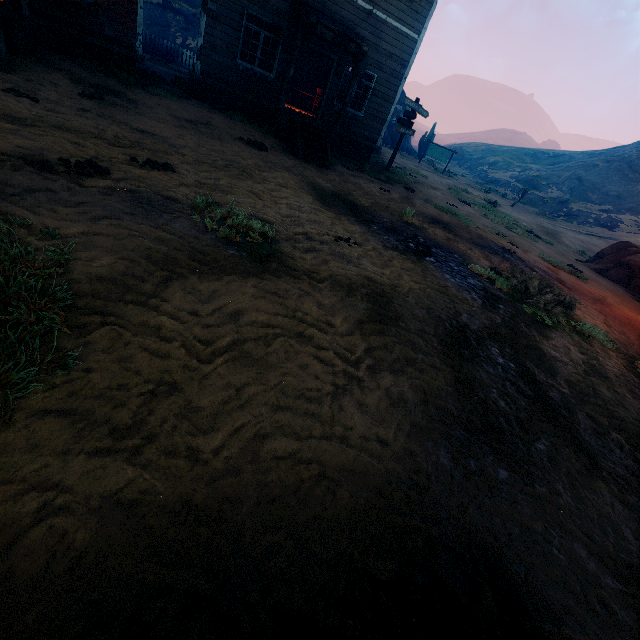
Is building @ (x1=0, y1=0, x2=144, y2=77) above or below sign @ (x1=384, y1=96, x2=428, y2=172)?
below

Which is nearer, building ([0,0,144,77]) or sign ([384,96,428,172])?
building ([0,0,144,77])

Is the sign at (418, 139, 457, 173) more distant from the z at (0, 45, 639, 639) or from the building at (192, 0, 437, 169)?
the building at (192, 0, 437, 169)

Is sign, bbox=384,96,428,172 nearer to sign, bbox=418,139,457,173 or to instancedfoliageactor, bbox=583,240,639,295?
instancedfoliageactor, bbox=583,240,639,295

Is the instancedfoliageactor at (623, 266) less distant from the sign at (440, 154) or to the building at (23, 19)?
the building at (23, 19)

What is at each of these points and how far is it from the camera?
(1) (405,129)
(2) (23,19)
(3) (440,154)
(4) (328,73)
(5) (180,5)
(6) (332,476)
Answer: (1) sign, 14.8 meters
(2) building, 7.8 meters
(3) sign, 32.0 meters
(4) building, 12.8 meters
(5) z, 26.6 meters
(6) z, 2.2 meters

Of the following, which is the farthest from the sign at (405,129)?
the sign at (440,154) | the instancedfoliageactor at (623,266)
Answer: the sign at (440,154)

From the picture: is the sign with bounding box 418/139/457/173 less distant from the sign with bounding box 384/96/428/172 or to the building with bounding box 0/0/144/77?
the building with bounding box 0/0/144/77
